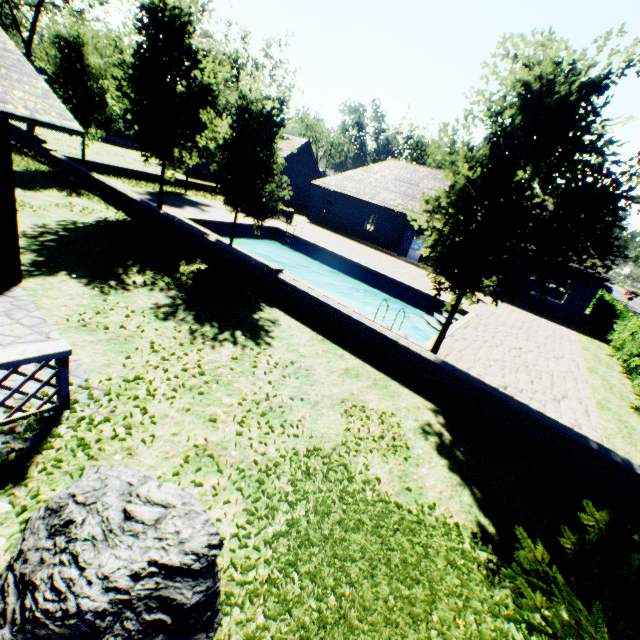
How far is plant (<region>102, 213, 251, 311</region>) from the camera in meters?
9.4 m

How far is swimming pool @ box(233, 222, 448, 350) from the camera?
14.4 meters

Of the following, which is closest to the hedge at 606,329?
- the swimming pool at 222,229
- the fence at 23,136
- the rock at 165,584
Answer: the swimming pool at 222,229

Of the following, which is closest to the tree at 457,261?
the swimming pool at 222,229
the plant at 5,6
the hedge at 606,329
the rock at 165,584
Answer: the swimming pool at 222,229

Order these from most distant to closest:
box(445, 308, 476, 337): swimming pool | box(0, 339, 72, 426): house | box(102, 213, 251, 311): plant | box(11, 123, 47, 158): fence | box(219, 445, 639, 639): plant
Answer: box(11, 123, 47, 158): fence
box(445, 308, 476, 337): swimming pool
box(102, 213, 251, 311): plant
box(0, 339, 72, 426): house
box(219, 445, 639, 639): plant

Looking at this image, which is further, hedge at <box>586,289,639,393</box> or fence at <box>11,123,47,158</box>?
fence at <box>11,123,47,158</box>

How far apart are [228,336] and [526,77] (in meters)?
8.14
